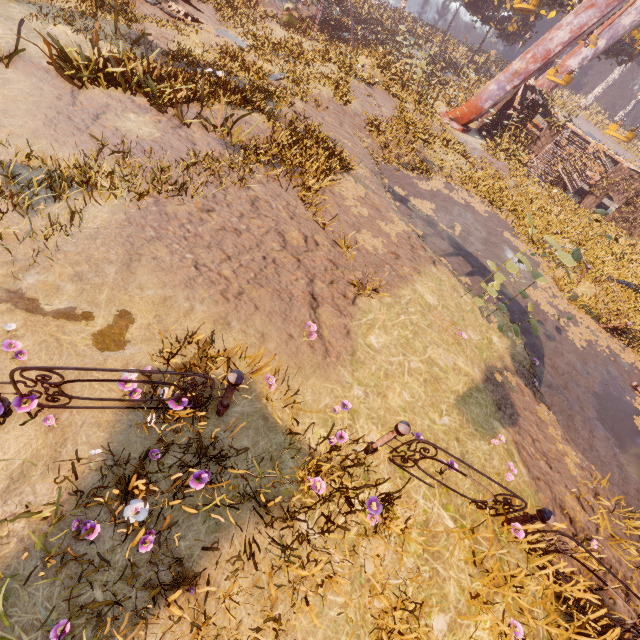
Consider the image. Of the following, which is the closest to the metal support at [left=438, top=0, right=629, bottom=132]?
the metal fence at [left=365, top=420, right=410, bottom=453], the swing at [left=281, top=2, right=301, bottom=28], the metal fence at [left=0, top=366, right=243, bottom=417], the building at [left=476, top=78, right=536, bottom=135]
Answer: the building at [left=476, top=78, right=536, bottom=135]

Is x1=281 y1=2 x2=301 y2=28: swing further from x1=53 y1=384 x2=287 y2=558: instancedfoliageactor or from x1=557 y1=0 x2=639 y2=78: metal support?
x1=53 y1=384 x2=287 y2=558: instancedfoliageactor

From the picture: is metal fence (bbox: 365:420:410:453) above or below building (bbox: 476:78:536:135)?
below

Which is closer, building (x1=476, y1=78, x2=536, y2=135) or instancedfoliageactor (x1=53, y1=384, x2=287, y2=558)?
instancedfoliageactor (x1=53, y1=384, x2=287, y2=558)

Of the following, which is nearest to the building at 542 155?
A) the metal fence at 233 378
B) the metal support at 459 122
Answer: the metal support at 459 122

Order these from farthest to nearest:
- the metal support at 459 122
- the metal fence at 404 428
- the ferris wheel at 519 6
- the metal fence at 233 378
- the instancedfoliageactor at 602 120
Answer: the instancedfoliageactor at 602 120 < the ferris wheel at 519 6 < the metal support at 459 122 < the metal fence at 404 428 < the metal fence at 233 378

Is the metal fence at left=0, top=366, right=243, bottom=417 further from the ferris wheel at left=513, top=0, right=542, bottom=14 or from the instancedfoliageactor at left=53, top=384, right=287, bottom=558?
the ferris wheel at left=513, top=0, right=542, bottom=14

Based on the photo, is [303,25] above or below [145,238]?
above
